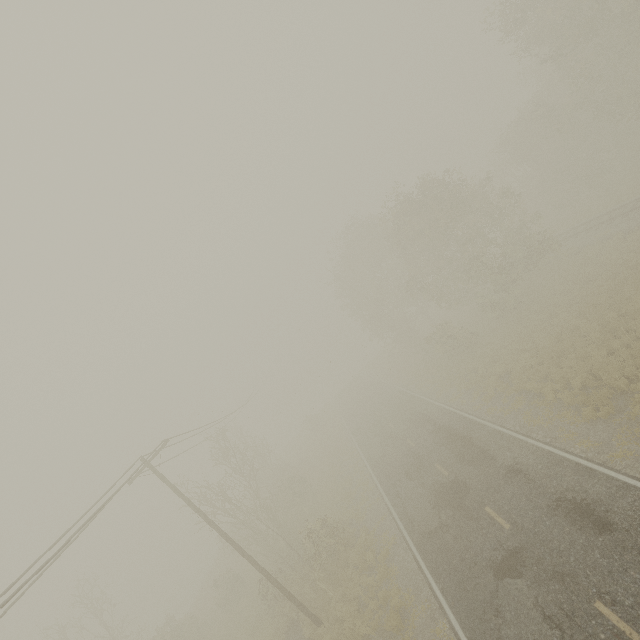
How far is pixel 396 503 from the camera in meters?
18.7
